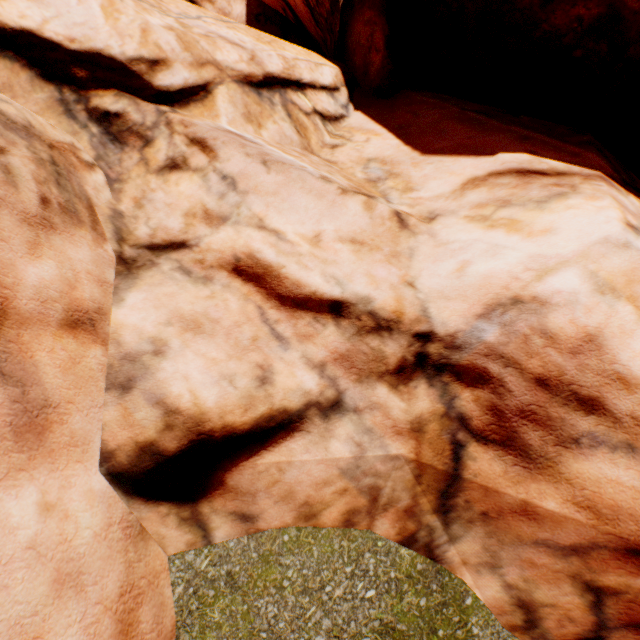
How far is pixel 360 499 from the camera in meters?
3.3 m
